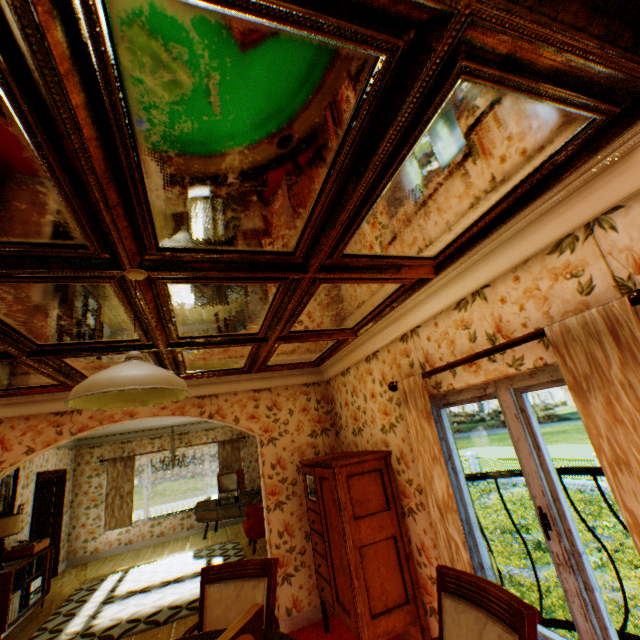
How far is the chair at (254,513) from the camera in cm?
702

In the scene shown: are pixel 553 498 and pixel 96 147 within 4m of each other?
yes

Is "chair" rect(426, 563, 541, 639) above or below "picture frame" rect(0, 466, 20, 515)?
below

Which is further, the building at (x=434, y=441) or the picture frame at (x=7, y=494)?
the picture frame at (x=7, y=494)

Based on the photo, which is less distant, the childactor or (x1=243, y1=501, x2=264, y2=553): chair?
(x1=243, y1=501, x2=264, y2=553): chair

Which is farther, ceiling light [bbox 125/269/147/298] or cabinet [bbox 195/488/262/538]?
cabinet [bbox 195/488/262/538]

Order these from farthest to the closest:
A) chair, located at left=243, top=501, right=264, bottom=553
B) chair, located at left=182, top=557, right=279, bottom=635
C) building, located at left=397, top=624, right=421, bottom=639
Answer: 1. chair, located at left=243, top=501, right=264, bottom=553
2. building, located at left=397, top=624, right=421, bottom=639
3. chair, located at left=182, top=557, right=279, bottom=635

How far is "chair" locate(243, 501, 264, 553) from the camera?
7.02m
